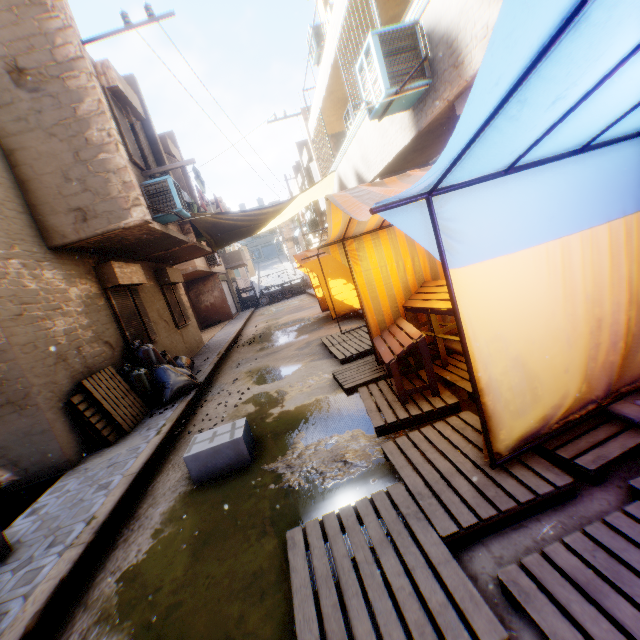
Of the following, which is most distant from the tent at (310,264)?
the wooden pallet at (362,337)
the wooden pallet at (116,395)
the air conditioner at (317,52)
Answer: the air conditioner at (317,52)

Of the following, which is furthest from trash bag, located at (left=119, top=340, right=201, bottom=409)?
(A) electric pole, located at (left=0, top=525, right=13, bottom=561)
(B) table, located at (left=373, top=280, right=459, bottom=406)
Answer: (B) table, located at (left=373, top=280, right=459, bottom=406)

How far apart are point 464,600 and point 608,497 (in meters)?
1.28

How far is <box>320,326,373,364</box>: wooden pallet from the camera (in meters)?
6.49

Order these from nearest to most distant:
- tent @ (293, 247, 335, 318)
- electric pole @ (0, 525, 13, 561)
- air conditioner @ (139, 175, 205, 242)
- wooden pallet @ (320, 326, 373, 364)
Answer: electric pole @ (0, 525, 13, 561)
wooden pallet @ (320, 326, 373, 364)
air conditioner @ (139, 175, 205, 242)
tent @ (293, 247, 335, 318)

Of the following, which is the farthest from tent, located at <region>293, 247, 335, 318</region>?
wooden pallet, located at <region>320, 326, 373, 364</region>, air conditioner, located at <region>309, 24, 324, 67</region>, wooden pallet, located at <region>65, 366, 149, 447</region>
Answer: air conditioner, located at <region>309, 24, 324, 67</region>

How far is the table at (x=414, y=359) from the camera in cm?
379

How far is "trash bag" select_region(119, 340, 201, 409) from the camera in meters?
6.8
